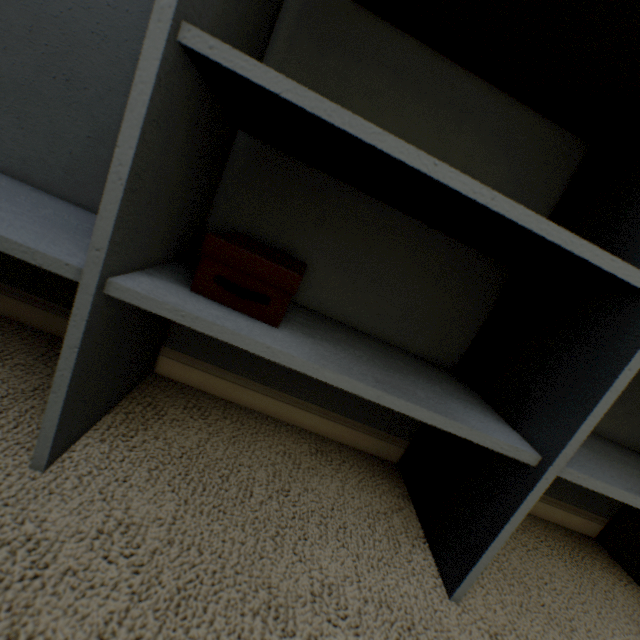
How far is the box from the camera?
0.50m

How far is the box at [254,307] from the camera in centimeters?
50cm

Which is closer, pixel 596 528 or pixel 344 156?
pixel 344 156
